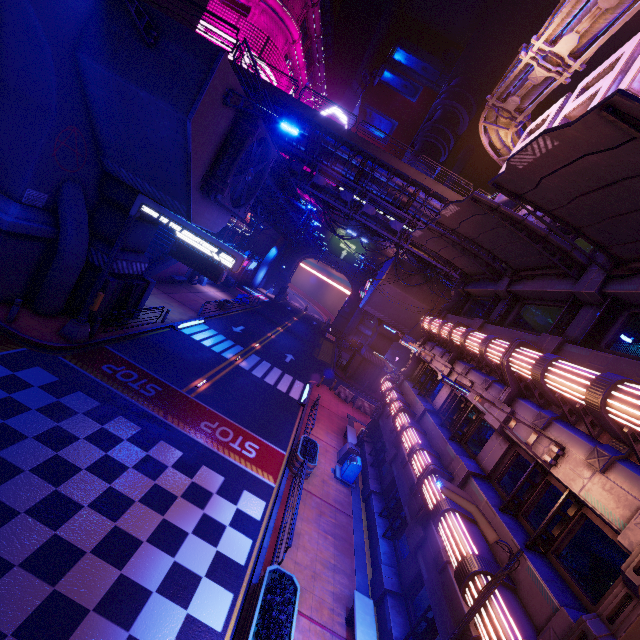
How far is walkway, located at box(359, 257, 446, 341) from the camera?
31.5m

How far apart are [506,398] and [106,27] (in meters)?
18.84

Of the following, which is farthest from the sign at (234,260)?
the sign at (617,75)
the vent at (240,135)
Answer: the sign at (617,75)

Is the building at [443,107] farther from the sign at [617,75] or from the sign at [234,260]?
the sign at [234,260]

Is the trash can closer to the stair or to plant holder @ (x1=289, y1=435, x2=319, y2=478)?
plant holder @ (x1=289, y1=435, x2=319, y2=478)

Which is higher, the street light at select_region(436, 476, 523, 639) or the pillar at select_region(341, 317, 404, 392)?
the street light at select_region(436, 476, 523, 639)

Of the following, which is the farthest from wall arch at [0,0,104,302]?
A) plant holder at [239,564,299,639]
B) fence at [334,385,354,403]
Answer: fence at [334,385,354,403]

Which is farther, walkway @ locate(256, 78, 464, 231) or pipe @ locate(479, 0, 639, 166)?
walkway @ locate(256, 78, 464, 231)
